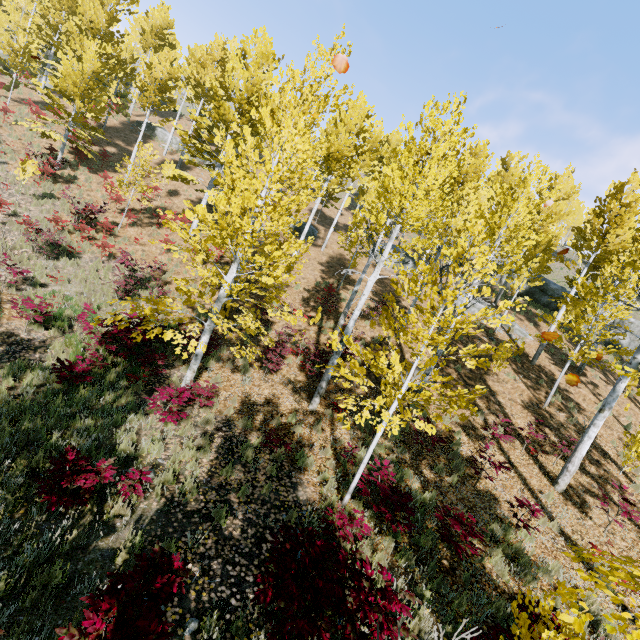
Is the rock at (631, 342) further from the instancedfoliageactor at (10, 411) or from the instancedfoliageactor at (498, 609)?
the instancedfoliageactor at (498, 609)

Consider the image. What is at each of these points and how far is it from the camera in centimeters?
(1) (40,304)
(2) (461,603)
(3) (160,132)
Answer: (1) instancedfoliageactor, 895cm
(2) instancedfoliageactor, 537cm
(3) rock, 2959cm

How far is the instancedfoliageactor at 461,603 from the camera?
5.3m

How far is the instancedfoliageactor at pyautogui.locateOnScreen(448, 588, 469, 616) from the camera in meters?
5.3

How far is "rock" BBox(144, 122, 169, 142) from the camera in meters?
29.6

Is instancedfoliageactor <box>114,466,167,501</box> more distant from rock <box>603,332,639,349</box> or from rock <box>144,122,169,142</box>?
rock <box>603,332,639,349</box>

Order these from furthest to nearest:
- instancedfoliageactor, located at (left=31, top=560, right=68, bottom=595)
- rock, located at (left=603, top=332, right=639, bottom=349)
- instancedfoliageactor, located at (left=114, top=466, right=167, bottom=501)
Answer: rock, located at (left=603, top=332, right=639, bottom=349), instancedfoliageactor, located at (left=114, top=466, right=167, bottom=501), instancedfoliageactor, located at (left=31, top=560, right=68, bottom=595)

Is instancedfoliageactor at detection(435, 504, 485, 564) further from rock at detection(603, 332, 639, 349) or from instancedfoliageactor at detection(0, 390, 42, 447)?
rock at detection(603, 332, 639, 349)
